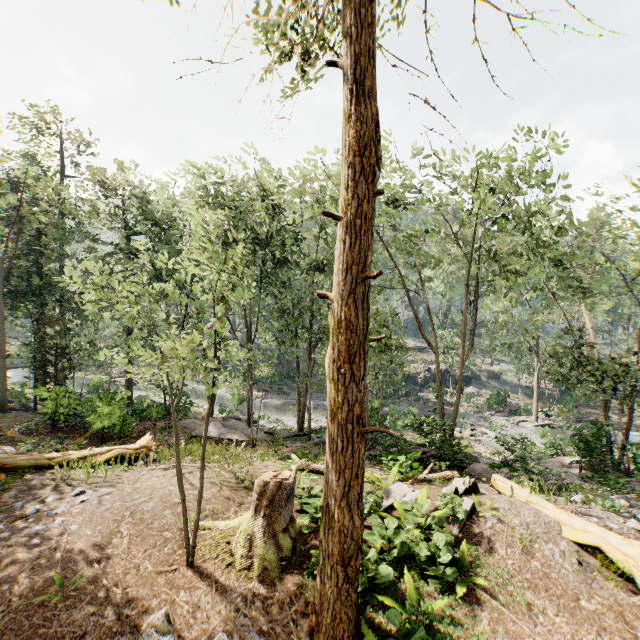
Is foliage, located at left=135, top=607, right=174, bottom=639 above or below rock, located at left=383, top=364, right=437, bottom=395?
above

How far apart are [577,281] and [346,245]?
20.7m

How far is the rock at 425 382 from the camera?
41.0m

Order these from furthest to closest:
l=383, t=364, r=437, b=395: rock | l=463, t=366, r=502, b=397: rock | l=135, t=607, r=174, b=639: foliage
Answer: l=463, t=366, r=502, b=397: rock → l=383, t=364, r=437, b=395: rock → l=135, t=607, r=174, b=639: foliage

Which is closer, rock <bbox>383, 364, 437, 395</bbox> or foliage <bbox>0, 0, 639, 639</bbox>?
foliage <bbox>0, 0, 639, 639</bbox>

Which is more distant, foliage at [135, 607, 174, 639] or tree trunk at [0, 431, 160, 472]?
tree trunk at [0, 431, 160, 472]

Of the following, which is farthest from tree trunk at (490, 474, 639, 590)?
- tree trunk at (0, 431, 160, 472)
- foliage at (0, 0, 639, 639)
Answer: tree trunk at (0, 431, 160, 472)

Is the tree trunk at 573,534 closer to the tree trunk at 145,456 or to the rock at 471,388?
the tree trunk at 145,456
